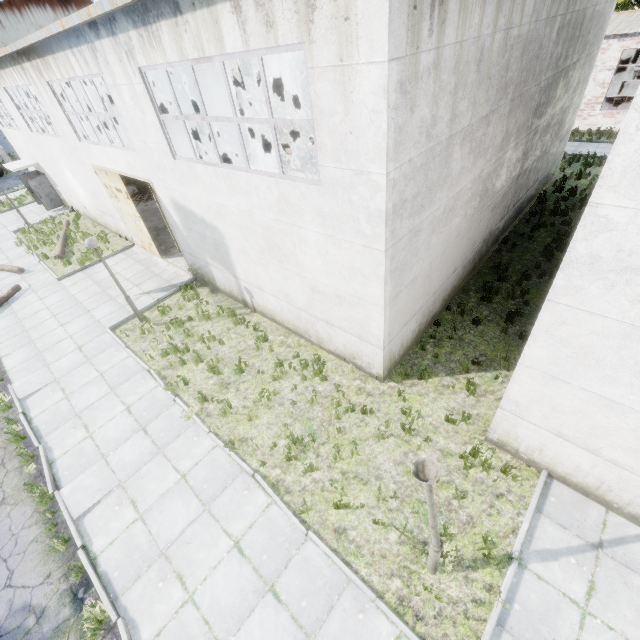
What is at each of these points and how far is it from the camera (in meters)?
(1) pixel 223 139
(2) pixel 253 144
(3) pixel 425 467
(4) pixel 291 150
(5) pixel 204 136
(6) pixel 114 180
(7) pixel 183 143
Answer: (1) wooden planks bundle, 29.75
(2) wooden planks bundle, 27.83
(3) lamp post, 3.74
(4) wooden beam stack, 19.38
(5) wooden planks bundle, 31.47
(6) door, 13.26
(7) wooden beam stack, 30.30

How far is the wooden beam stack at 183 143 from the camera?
30.16m

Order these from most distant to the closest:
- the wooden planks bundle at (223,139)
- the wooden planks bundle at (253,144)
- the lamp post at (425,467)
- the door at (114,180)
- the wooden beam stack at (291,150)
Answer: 1. the wooden planks bundle at (223,139)
2. the wooden planks bundle at (253,144)
3. the wooden beam stack at (291,150)
4. the door at (114,180)
5. the lamp post at (425,467)

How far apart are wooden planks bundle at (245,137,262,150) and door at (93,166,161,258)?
16.0m

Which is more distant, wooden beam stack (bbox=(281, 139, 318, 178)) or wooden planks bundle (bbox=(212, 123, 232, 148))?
wooden planks bundle (bbox=(212, 123, 232, 148))

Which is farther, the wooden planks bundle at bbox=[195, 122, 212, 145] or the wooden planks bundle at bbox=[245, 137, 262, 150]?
the wooden planks bundle at bbox=[195, 122, 212, 145]

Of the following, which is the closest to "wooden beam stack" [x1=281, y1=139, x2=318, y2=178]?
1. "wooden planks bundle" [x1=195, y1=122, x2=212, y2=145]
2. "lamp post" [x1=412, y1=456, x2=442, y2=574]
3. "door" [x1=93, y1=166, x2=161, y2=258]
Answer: "door" [x1=93, y1=166, x2=161, y2=258]

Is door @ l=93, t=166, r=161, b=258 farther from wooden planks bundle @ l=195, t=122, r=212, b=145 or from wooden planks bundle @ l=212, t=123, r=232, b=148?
wooden planks bundle @ l=195, t=122, r=212, b=145
